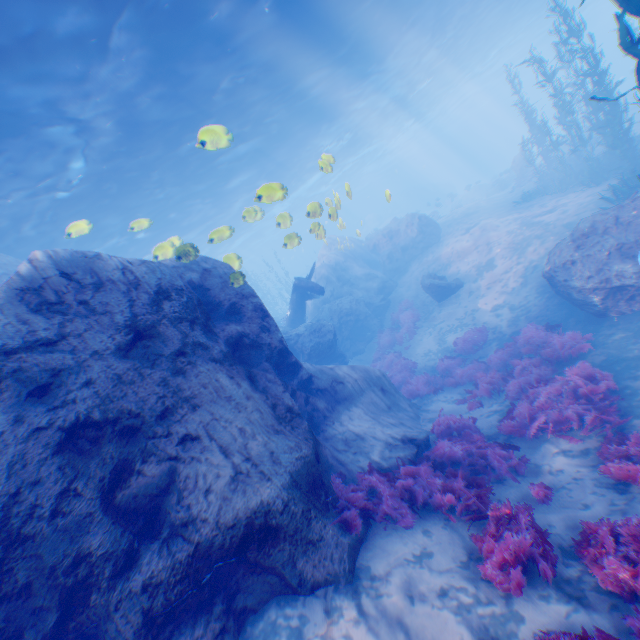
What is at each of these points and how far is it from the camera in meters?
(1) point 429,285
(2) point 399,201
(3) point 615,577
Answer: (1) rock, 16.8 m
(2) submarine, 57.2 m
(3) instancedfoliageactor, 3.6 m

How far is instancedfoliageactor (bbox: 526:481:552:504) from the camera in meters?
5.4 m

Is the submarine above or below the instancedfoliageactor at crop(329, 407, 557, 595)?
above

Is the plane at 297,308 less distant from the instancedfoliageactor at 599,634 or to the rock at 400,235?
the rock at 400,235

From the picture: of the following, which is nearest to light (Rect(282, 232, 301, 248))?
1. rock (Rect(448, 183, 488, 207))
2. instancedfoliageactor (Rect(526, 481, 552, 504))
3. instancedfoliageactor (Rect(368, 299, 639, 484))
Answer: instancedfoliageactor (Rect(368, 299, 639, 484))

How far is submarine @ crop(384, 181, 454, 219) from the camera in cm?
5366

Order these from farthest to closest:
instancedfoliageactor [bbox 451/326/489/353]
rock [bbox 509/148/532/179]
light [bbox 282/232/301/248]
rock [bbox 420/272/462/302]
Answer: rock [bbox 509/148/532/179] < rock [bbox 420/272/462/302] < instancedfoliageactor [bbox 451/326/489/353] < light [bbox 282/232/301/248]

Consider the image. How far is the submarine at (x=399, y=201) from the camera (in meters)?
53.66
